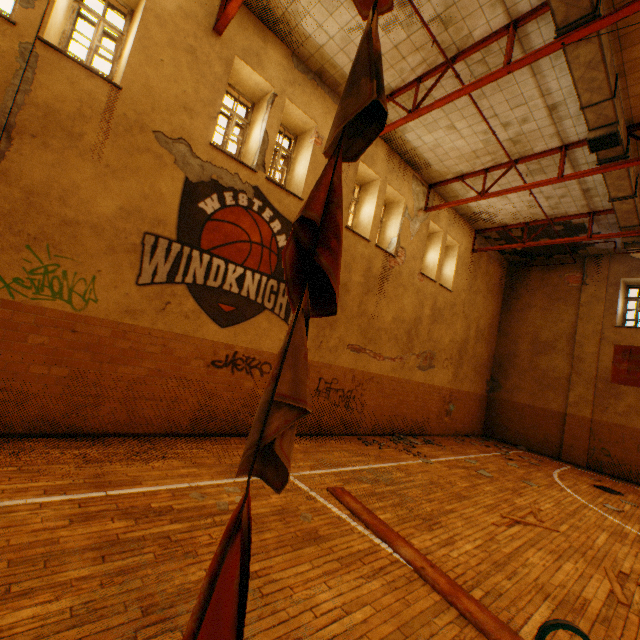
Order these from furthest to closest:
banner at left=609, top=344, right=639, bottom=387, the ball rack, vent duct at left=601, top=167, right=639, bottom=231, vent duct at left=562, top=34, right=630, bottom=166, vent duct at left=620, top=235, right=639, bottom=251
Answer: banner at left=609, top=344, right=639, bottom=387, vent duct at left=620, top=235, right=639, bottom=251, vent duct at left=601, top=167, right=639, bottom=231, vent duct at left=562, top=34, right=630, bottom=166, the ball rack

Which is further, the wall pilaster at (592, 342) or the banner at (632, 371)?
the wall pilaster at (592, 342)

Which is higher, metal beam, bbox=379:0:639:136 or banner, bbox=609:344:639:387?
metal beam, bbox=379:0:639:136

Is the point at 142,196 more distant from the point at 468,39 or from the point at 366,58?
the point at 468,39

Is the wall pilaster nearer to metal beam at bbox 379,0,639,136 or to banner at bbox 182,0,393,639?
metal beam at bbox 379,0,639,136

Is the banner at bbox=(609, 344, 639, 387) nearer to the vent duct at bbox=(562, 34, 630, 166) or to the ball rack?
the vent duct at bbox=(562, 34, 630, 166)

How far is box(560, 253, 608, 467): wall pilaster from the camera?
13.0 meters

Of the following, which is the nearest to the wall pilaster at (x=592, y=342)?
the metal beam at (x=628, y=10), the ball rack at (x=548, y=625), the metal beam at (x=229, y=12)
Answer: the metal beam at (x=628, y=10)
